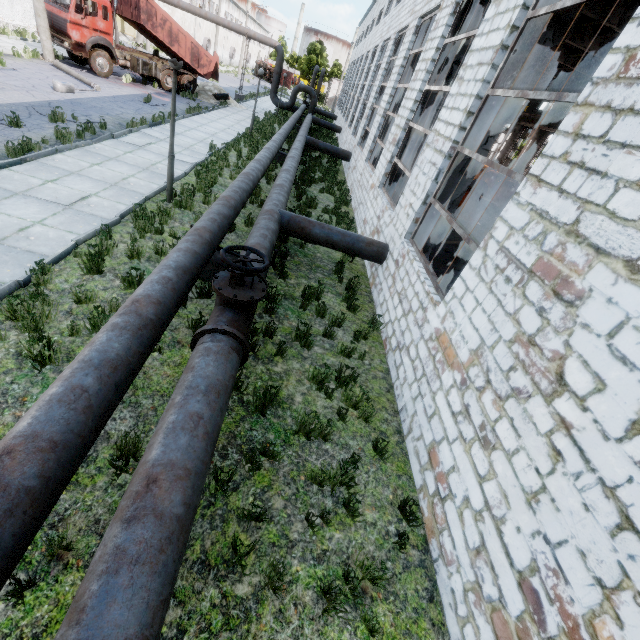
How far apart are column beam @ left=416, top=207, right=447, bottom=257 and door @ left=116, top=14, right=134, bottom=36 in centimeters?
5751cm

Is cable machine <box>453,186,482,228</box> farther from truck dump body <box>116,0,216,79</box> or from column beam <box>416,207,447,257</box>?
truck dump body <box>116,0,216,79</box>

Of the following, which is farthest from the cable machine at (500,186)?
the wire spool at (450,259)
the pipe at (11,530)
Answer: the wire spool at (450,259)

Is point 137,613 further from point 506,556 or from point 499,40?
point 499,40

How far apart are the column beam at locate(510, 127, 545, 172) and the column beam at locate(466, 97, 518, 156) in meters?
31.1 m

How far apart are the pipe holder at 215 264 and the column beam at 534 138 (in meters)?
35.00

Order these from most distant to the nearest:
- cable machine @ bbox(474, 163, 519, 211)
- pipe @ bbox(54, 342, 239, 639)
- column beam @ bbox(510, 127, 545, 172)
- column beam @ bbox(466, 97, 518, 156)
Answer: column beam @ bbox(510, 127, 545, 172)
cable machine @ bbox(474, 163, 519, 211)
column beam @ bbox(466, 97, 518, 156)
pipe @ bbox(54, 342, 239, 639)

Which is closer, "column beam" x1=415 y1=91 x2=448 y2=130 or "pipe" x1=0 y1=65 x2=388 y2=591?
"pipe" x1=0 y1=65 x2=388 y2=591
